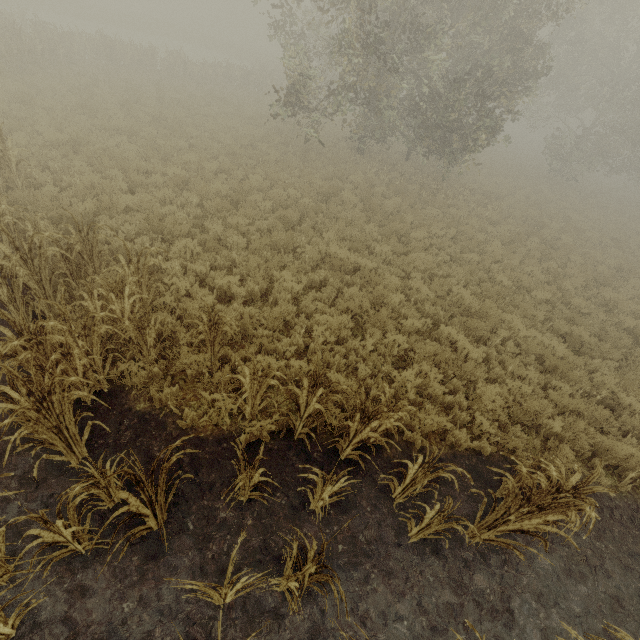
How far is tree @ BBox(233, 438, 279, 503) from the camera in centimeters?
355cm

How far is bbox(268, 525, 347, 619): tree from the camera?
3.03m

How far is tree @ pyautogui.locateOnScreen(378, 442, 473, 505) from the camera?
4.0m

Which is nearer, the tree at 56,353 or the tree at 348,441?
the tree at 56,353

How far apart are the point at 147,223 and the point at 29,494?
7.25m

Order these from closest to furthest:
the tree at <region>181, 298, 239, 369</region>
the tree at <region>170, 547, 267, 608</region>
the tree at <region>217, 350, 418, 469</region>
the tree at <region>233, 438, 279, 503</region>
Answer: the tree at <region>170, 547, 267, 608</region>
the tree at <region>233, 438, 279, 503</region>
the tree at <region>217, 350, 418, 469</region>
the tree at <region>181, 298, 239, 369</region>

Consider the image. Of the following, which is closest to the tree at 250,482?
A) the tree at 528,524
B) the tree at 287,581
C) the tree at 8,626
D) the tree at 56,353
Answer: the tree at 287,581

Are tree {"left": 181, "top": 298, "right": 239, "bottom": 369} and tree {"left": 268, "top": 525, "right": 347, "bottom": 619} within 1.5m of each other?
no
